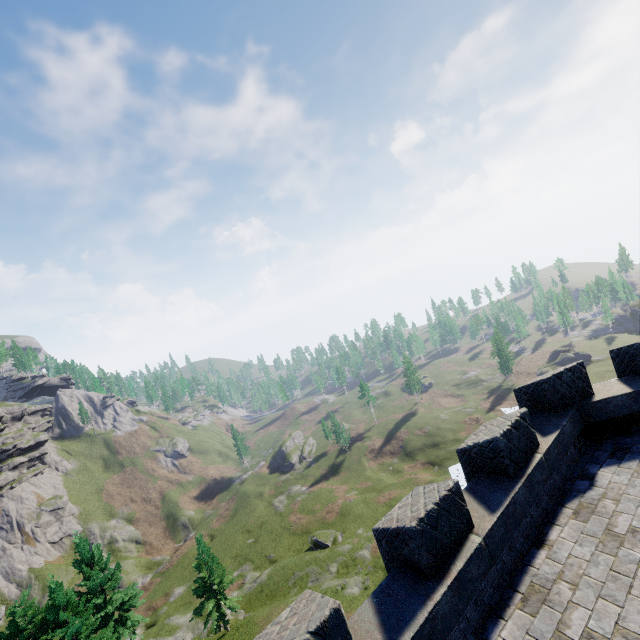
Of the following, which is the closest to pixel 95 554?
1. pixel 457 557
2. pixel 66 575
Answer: pixel 66 575
